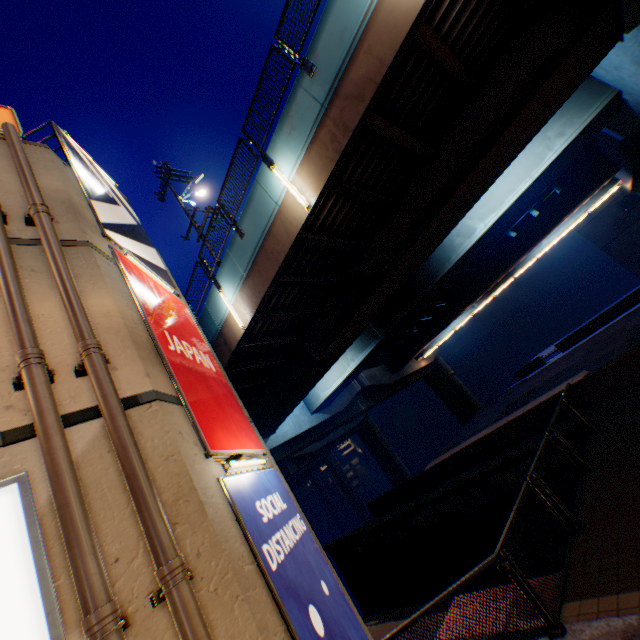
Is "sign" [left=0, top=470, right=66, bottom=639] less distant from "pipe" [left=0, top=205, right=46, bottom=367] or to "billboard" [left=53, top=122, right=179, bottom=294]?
"pipe" [left=0, top=205, right=46, bottom=367]

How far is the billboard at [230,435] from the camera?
4.9m

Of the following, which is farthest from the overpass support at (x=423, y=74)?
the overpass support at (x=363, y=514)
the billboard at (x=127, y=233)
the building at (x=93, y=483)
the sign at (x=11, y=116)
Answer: the overpass support at (x=363, y=514)

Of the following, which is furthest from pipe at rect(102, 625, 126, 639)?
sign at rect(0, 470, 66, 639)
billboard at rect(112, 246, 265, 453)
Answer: billboard at rect(112, 246, 265, 453)

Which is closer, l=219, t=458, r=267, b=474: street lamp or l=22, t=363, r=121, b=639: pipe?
l=22, t=363, r=121, b=639: pipe

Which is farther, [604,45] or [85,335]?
[604,45]

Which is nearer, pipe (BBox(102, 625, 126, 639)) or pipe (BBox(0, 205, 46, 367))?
pipe (BBox(102, 625, 126, 639))

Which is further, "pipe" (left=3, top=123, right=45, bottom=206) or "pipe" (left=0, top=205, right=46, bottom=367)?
"pipe" (left=3, top=123, right=45, bottom=206)
